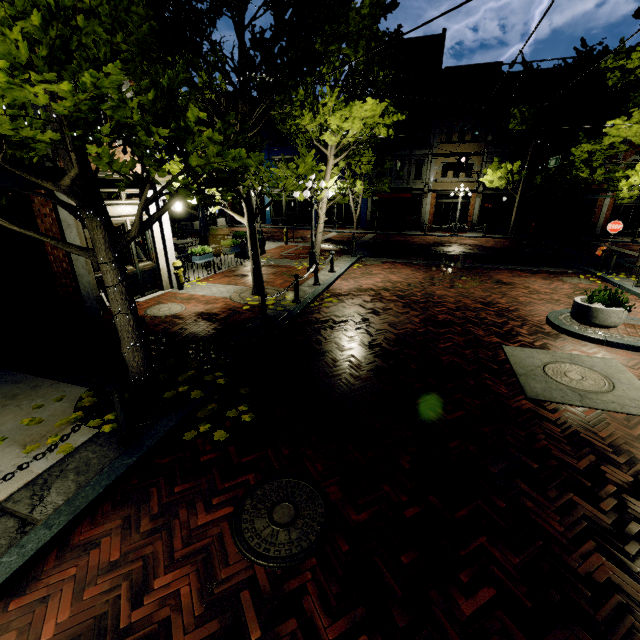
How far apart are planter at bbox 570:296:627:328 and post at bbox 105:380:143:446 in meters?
9.4 m

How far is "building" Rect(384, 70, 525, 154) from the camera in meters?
24.9 m

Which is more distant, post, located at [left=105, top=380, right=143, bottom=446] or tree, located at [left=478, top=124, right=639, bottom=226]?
tree, located at [left=478, top=124, right=639, bottom=226]

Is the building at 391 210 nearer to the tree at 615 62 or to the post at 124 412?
the tree at 615 62

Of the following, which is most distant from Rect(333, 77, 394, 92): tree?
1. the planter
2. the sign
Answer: the planter

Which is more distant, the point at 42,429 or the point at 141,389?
the point at 141,389

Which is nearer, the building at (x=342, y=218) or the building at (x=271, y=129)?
the building at (x=271, y=129)
